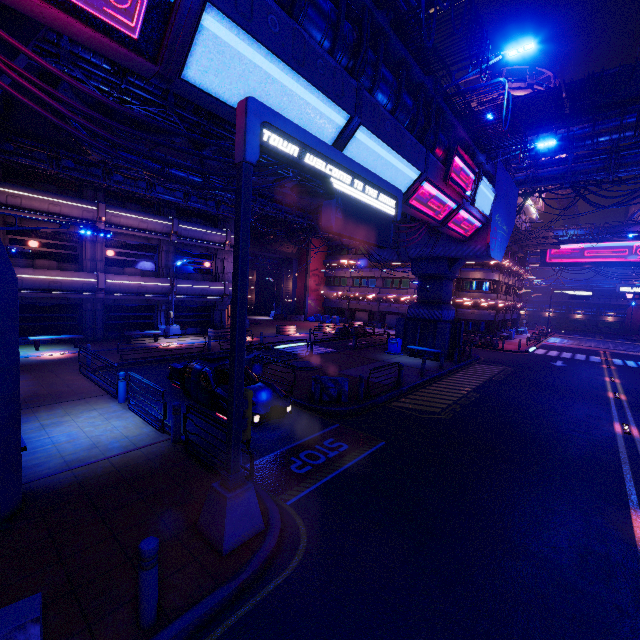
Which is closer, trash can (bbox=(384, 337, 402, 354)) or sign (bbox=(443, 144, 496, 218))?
sign (bbox=(443, 144, 496, 218))

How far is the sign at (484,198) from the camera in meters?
14.1 m

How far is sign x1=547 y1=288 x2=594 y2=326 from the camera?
47.8m

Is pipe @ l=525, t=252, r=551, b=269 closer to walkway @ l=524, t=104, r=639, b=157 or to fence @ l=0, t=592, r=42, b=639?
walkway @ l=524, t=104, r=639, b=157

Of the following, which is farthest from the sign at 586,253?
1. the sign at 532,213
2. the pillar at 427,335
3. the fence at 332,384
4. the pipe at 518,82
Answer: the fence at 332,384

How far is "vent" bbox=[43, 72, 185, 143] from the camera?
12.40m

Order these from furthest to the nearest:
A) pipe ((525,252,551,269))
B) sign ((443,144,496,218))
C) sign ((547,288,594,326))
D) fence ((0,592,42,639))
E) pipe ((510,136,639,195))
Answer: pipe ((525,252,551,269))
sign ((547,288,594,326))
pipe ((510,136,639,195))
sign ((443,144,496,218))
fence ((0,592,42,639))

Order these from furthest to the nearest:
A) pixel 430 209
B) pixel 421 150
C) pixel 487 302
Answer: pixel 487 302 → pixel 430 209 → pixel 421 150
